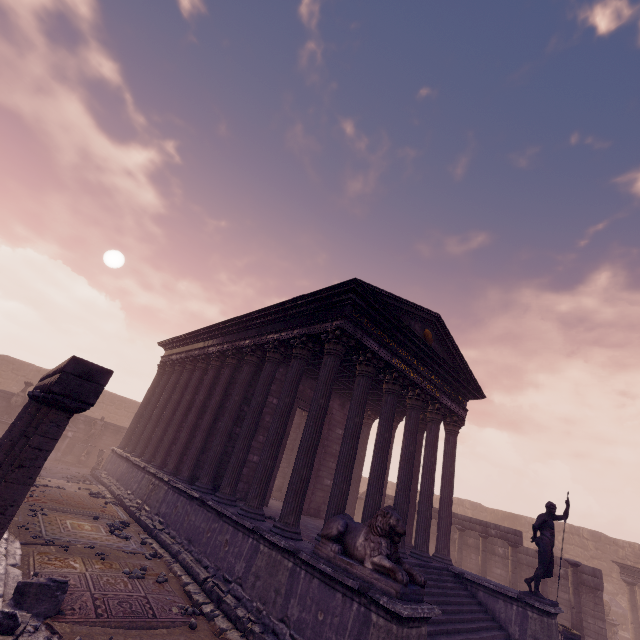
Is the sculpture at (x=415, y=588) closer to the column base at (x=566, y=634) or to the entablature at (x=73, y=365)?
the entablature at (x=73, y=365)

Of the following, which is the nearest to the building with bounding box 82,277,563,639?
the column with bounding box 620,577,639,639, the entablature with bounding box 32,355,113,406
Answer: the entablature with bounding box 32,355,113,406

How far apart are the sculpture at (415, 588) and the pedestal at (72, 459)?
19.8m

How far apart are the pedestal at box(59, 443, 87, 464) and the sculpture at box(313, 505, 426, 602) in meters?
19.8

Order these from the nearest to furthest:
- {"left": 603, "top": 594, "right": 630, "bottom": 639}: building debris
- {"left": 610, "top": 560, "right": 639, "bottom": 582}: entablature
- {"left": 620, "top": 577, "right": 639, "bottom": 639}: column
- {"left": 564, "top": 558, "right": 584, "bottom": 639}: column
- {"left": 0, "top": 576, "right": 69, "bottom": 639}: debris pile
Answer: {"left": 0, "top": 576, "right": 69, "bottom": 639}: debris pile < {"left": 564, "top": 558, "right": 584, "bottom": 639}: column < {"left": 620, "top": 577, "right": 639, "bottom": 639}: column < {"left": 610, "top": 560, "right": 639, "bottom": 582}: entablature < {"left": 603, "top": 594, "right": 630, "bottom": 639}: building debris

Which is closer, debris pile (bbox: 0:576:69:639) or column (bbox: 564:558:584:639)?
debris pile (bbox: 0:576:69:639)

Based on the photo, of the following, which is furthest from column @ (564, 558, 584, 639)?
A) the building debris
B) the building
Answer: the building debris

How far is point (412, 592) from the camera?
4.74m
